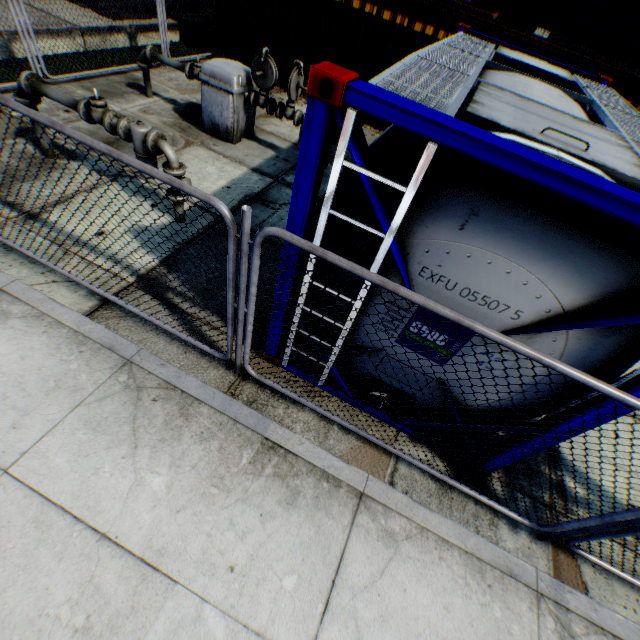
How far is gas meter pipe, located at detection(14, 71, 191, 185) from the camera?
4.4m

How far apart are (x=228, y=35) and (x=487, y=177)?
12.4 meters

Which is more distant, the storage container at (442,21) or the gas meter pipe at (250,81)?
the storage container at (442,21)

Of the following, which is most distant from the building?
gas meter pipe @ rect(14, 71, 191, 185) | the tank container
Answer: the tank container

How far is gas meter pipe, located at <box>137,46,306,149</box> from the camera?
6.5m

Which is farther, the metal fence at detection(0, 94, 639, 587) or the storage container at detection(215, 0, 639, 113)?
the storage container at detection(215, 0, 639, 113)

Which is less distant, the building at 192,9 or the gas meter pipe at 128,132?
the gas meter pipe at 128,132

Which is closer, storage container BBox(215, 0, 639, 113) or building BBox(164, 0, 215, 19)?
storage container BBox(215, 0, 639, 113)
